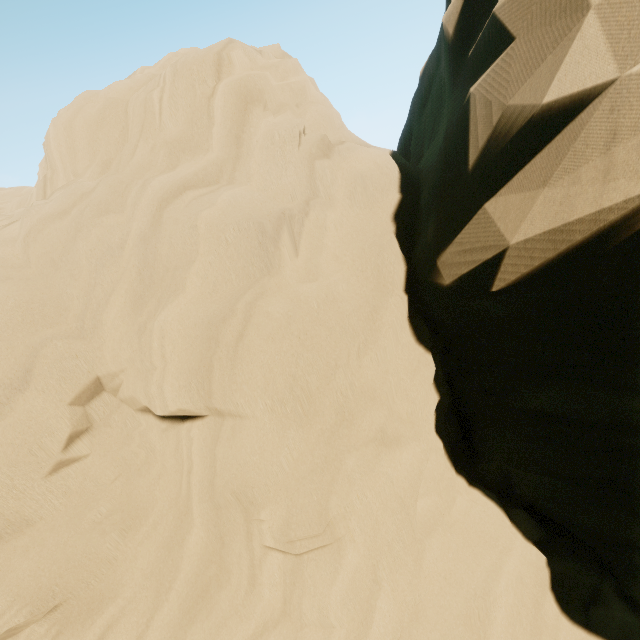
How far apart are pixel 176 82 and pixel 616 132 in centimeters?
828cm
